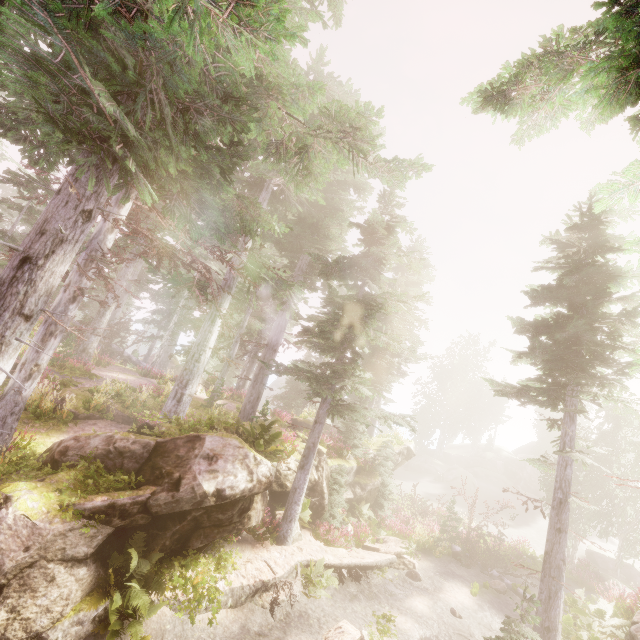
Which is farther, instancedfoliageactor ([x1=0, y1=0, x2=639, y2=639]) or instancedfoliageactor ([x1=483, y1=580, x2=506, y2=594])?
instancedfoliageactor ([x1=483, y1=580, x2=506, y2=594])

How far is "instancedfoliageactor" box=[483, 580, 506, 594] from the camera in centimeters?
1501cm

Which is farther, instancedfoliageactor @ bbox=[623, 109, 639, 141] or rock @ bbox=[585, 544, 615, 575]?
rock @ bbox=[585, 544, 615, 575]

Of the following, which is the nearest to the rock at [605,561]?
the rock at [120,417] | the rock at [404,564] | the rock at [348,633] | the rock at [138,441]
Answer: the rock at [138,441]

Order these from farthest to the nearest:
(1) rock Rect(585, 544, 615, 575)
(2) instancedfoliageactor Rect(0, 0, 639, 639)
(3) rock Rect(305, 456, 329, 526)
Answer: (1) rock Rect(585, 544, 615, 575)
(3) rock Rect(305, 456, 329, 526)
(2) instancedfoliageactor Rect(0, 0, 639, 639)

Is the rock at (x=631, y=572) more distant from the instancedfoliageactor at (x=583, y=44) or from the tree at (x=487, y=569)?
the tree at (x=487, y=569)

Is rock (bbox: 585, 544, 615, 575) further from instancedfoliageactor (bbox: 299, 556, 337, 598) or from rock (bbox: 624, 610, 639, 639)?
rock (bbox: 624, 610, 639, 639)

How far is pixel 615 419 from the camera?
26.33m
